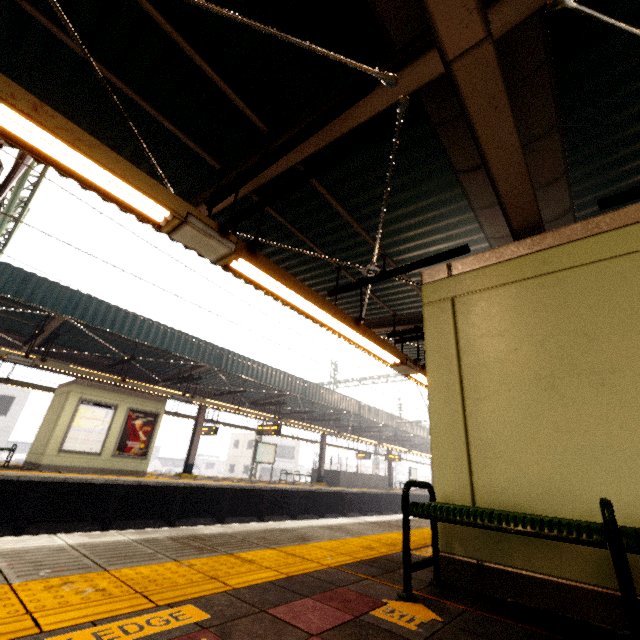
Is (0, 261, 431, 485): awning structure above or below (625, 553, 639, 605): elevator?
above

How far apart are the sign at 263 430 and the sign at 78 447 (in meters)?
6.41

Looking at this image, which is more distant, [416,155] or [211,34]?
[416,155]

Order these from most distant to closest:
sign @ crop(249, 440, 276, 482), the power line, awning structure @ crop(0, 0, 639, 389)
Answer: sign @ crop(249, 440, 276, 482)
the power line
awning structure @ crop(0, 0, 639, 389)

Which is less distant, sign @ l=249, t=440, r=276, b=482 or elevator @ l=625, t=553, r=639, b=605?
elevator @ l=625, t=553, r=639, b=605

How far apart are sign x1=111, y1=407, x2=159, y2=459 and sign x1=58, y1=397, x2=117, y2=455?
0.32m

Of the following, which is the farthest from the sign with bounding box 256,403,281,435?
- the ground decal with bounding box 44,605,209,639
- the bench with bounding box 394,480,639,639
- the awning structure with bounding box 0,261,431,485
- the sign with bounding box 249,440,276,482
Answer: the ground decal with bounding box 44,605,209,639

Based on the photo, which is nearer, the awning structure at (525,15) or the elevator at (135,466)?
the awning structure at (525,15)
